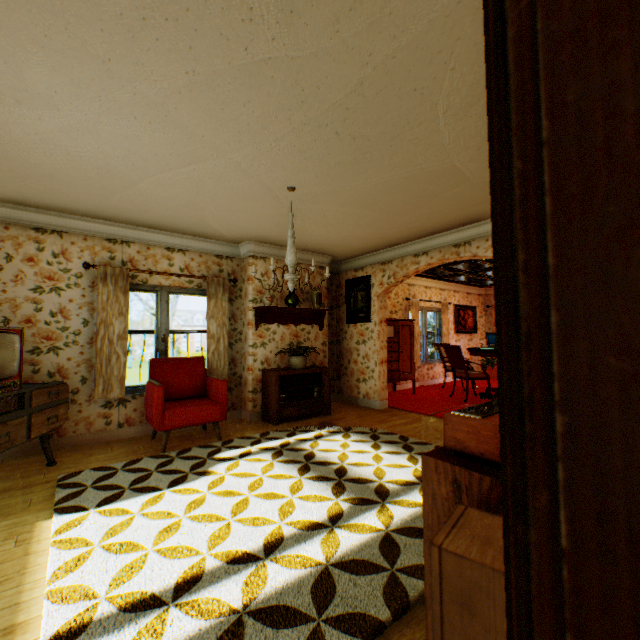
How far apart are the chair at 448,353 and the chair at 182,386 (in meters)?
4.87

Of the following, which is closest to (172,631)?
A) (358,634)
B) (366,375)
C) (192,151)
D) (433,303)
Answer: (358,634)

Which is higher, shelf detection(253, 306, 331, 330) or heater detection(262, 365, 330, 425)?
shelf detection(253, 306, 331, 330)

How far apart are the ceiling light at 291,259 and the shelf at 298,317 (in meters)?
1.61

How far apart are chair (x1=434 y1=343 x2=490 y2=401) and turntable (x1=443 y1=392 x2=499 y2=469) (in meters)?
5.56

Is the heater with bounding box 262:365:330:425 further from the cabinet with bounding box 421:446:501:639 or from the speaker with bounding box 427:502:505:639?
the speaker with bounding box 427:502:505:639

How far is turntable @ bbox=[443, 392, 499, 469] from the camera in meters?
1.2

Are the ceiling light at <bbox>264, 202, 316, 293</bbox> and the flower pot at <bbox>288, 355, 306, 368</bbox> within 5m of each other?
yes
